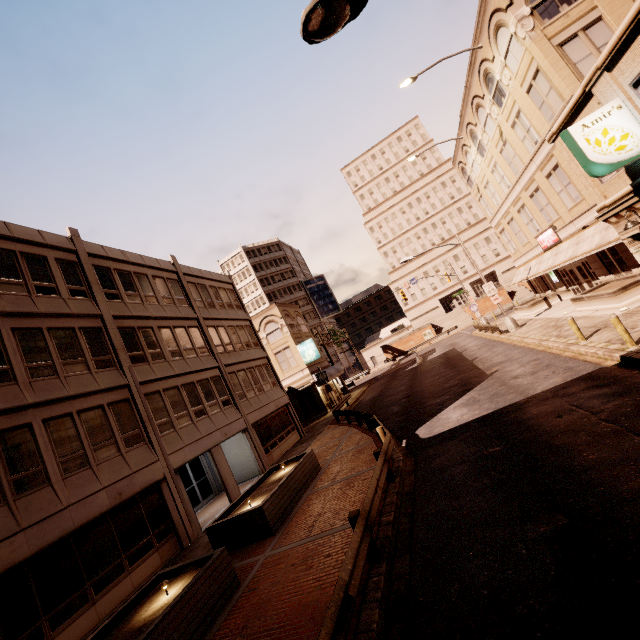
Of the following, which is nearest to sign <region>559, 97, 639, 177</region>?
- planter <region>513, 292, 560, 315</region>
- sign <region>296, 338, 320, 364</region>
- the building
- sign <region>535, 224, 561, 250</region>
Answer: sign <region>535, 224, 561, 250</region>

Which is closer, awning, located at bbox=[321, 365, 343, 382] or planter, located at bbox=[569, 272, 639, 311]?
planter, located at bbox=[569, 272, 639, 311]

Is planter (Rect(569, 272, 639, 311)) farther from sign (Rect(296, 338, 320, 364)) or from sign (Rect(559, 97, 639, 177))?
sign (Rect(296, 338, 320, 364))

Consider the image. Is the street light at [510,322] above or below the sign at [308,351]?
below

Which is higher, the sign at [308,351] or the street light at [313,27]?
the street light at [313,27]

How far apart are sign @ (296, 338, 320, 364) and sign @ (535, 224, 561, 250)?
22.3 meters

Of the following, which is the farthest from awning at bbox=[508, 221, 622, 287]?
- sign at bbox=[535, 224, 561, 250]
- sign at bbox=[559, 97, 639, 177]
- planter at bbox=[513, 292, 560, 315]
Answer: sign at bbox=[559, 97, 639, 177]

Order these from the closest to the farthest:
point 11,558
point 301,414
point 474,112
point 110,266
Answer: point 11,558, point 110,266, point 474,112, point 301,414
